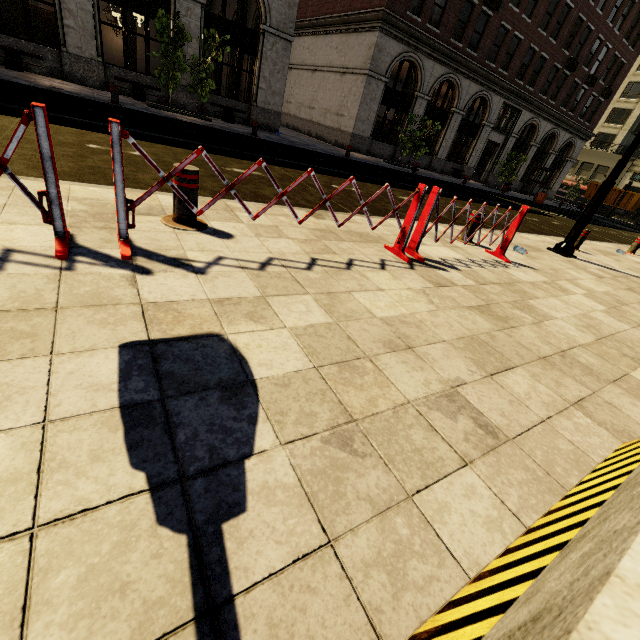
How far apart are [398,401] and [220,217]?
3.03m

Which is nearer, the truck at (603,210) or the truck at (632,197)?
the truck at (632,197)

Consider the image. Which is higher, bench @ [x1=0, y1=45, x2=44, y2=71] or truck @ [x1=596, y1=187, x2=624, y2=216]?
truck @ [x1=596, y1=187, x2=624, y2=216]

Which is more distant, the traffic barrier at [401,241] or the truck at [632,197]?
the truck at [632,197]

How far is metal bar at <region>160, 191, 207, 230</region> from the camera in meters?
3.2 m

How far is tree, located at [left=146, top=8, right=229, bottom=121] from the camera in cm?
1177

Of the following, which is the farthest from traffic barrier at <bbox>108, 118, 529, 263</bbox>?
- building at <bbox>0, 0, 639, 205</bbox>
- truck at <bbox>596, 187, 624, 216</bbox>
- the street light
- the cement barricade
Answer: truck at <bbox>596, 187, 624, 216</bbox>

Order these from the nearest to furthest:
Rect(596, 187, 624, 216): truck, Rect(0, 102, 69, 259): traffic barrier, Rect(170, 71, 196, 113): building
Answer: Rect(0, 102, 69, 259): traffic barrier, Rect(170, 71, 196, 113): building, Rect(596, 187, 624, 216): truck
